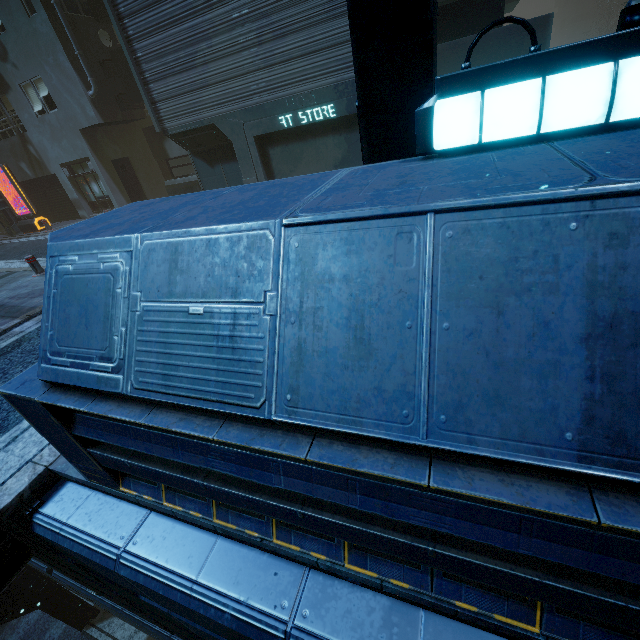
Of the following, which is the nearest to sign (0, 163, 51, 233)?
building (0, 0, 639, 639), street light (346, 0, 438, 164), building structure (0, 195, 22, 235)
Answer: building structure (0, 195, 22, 235)

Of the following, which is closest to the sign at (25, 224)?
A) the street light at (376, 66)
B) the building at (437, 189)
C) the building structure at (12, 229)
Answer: the building structure at (12, 229)

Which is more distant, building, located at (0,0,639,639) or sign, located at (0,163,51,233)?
sign, located at (0,163,51,233)

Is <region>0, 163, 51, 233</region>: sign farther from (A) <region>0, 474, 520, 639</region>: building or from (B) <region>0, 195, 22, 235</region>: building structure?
(A) <region>0, 474, 520, 639</region>: building

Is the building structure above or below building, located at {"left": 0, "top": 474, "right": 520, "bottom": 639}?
above

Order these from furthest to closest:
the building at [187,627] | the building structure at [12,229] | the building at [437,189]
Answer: the building structure at [12,229] → the building at [187,627] → the building at [437,189]

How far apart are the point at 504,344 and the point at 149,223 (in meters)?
2.12
